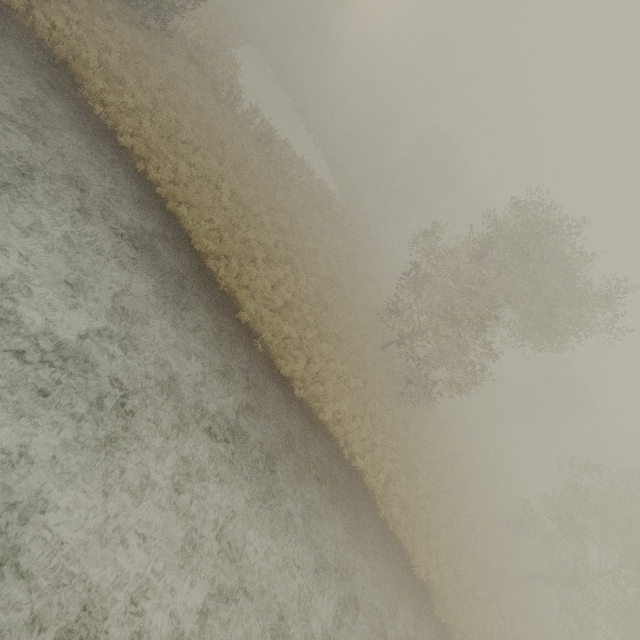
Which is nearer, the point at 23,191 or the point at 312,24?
the point at 23,191
